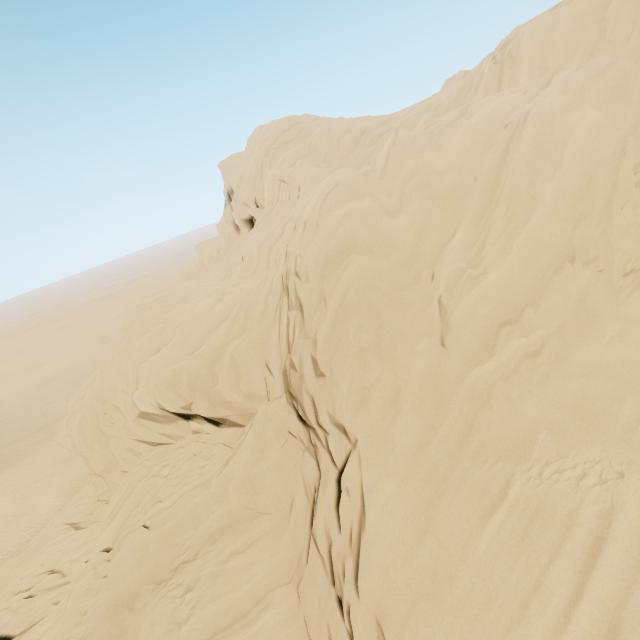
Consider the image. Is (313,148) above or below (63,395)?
above
